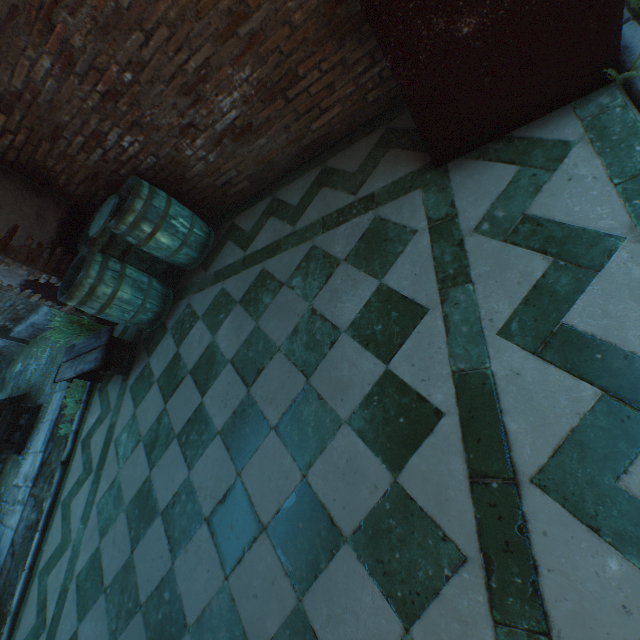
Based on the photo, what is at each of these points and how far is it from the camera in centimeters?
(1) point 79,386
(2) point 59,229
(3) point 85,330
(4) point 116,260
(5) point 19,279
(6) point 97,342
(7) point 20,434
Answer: (1) plants, 484cm
(2) building, 382cm
(3) plants, 474cm
(4) barrel, 368cm
(5) building, 376cm
(6) table, 384cm
(7) wooden crate, 530cm

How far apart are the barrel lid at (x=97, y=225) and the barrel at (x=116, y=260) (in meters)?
0.02

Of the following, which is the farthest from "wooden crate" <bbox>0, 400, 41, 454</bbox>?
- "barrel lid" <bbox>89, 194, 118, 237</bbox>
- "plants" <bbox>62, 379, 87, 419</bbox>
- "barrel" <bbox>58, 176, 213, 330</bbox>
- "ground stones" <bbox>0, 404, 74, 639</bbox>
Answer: "barrel lid" <bbox>89, 194, 118, 237</bbox>

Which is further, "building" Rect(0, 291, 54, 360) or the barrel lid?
"building" Rect(0, 291, 54, 360)

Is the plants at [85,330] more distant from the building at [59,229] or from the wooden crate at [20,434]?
the wooden crate at [20,434]

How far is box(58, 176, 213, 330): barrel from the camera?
3.4 meters

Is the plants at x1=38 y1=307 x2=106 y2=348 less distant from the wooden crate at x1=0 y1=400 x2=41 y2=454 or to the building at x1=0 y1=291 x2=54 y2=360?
the building at x1=0 y1=291 x2=54 y2=360

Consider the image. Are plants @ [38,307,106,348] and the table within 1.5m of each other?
yes
